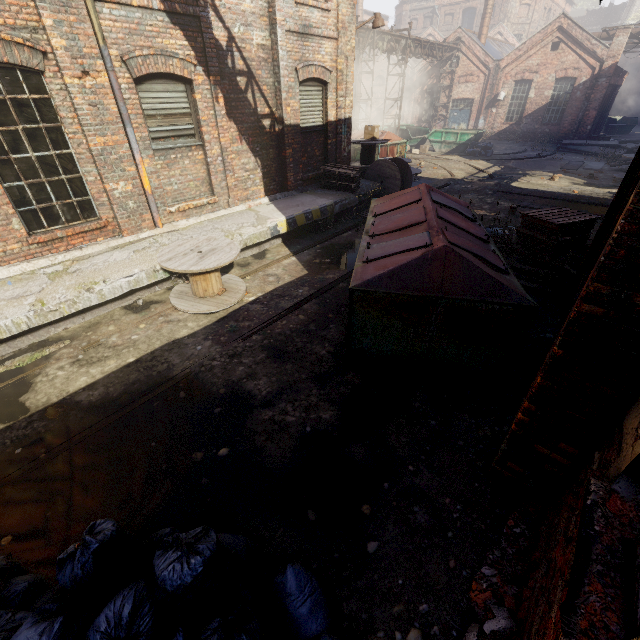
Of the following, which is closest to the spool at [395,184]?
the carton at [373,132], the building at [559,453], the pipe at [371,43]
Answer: the carton at [373,132]

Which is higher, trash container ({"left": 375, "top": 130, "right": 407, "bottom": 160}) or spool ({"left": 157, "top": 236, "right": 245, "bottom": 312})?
trash container ({"left": 375, "top": 130, "right": 407, "bottom": 160})

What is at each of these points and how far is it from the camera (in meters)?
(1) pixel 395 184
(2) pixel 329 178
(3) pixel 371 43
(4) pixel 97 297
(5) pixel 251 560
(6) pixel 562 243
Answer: (1) spool, 11.59
(2) pallet, 10.72
(3) pipe, 18.42
(4) building, 5.61
(5) trash bag, 2.72
(6) pallet, 6.57

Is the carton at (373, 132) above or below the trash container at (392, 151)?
above

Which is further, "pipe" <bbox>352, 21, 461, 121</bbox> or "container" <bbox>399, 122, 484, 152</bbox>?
"container" <bbox>399, 122, 484, 152</bbox>

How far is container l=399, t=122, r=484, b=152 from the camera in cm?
2180

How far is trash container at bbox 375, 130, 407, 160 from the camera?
16.6 meters

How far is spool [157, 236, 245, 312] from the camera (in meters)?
5.88
